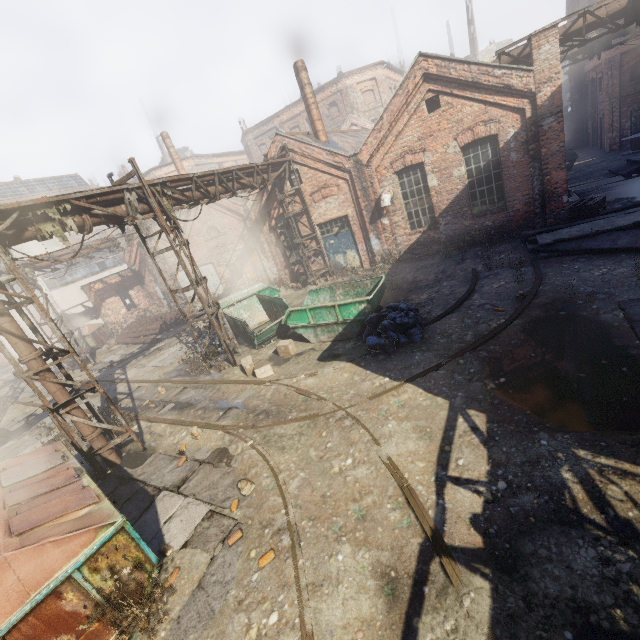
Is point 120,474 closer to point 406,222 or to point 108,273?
point 406,222

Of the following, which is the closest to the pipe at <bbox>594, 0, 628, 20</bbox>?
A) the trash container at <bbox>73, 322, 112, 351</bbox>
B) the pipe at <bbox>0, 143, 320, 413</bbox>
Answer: the pipe at <bbox>0, 143, 320, 413</bbox>

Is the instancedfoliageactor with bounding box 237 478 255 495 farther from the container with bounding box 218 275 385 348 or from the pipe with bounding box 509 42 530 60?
the pipe with bounding box 509 42 530 60

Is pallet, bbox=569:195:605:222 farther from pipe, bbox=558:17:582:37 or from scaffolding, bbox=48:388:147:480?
scaffolding, bbox=48:388:147:480

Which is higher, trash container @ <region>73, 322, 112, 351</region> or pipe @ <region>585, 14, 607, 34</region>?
pipe @ <region>585, 14, 607, 34</region>

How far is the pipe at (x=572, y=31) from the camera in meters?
10.6 m

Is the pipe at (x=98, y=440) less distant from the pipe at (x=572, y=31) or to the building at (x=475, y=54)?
the pipe at (x=572, y=31)

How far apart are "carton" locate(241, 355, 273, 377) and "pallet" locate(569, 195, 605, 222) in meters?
12.7
